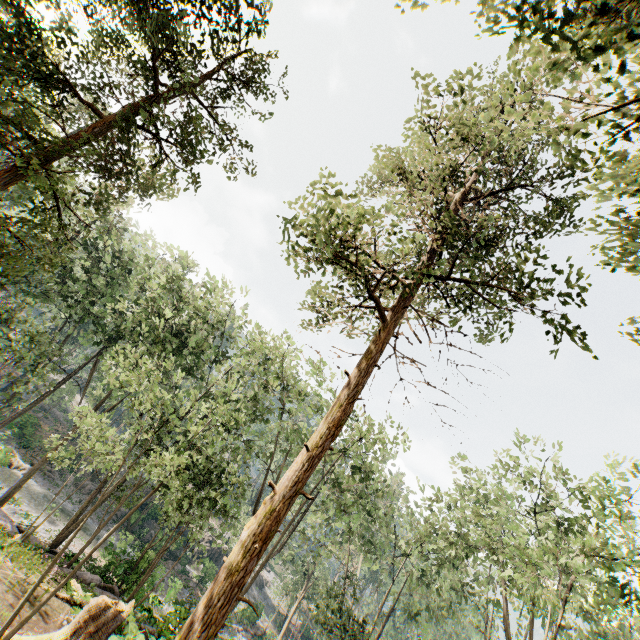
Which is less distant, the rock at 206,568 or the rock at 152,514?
the rock at 206,568

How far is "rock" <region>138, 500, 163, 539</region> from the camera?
37.6m

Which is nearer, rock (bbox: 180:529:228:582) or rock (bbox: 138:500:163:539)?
rock (bbox: 180:529:228:582)

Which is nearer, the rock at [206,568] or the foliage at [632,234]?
the foliage at [632,234]

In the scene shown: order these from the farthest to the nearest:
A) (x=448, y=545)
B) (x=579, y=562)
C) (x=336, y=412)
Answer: (x=448, y=545), (x=579, y=562), (x=336, y=412)

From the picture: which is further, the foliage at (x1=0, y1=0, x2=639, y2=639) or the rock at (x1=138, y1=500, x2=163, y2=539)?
the rock at (x1=138, y1=500, x2=163, y2=539)

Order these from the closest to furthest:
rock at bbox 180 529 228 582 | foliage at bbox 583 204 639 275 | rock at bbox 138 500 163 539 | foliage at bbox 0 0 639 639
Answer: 1. foliage at bbox 0 0 639 639
2. foliage at bbox 583 204 639 275
3. rock at bbox 180 529 228 582
4. rock at bbox 138 500 163 539
